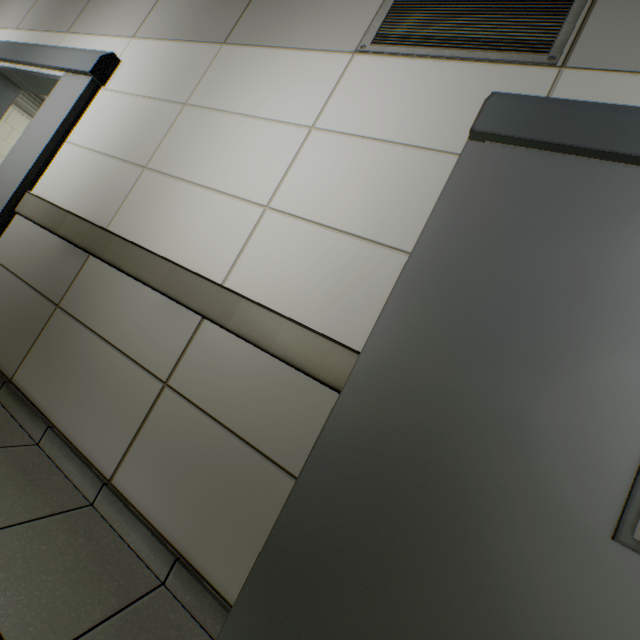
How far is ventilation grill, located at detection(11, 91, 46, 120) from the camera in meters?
5.3

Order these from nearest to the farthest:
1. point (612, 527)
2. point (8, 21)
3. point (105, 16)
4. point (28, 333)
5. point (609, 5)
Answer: point (612, 527) < point (609, 5) < point (28, 333) < point (105, 16) < point (8, 21)

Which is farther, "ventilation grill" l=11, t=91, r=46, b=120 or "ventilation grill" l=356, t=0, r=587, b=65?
"ventilation grill" l=11, t=91, r=46, b=120

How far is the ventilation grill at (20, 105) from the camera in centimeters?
525cm

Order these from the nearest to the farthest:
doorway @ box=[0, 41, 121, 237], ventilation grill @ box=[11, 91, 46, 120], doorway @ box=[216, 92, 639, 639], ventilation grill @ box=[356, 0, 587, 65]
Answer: doorway @ box=[216, 92, 639, 639]
ventilation grill @ box=[356, 0, 587, 65]
doorway @ box=[0, 41, 121, 237]
ventilation grill @ box=[11, 91, 46, 120]

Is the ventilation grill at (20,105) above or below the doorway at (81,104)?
above

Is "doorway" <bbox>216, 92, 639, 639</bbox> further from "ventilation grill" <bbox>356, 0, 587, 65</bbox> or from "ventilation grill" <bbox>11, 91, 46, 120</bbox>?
"ventilation grill" <bbox>11, 91, 46, 120</bbox>

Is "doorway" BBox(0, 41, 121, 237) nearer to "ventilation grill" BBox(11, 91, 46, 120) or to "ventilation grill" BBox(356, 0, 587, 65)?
"ventilation grill" BBox(11, 91, 46, 120)
